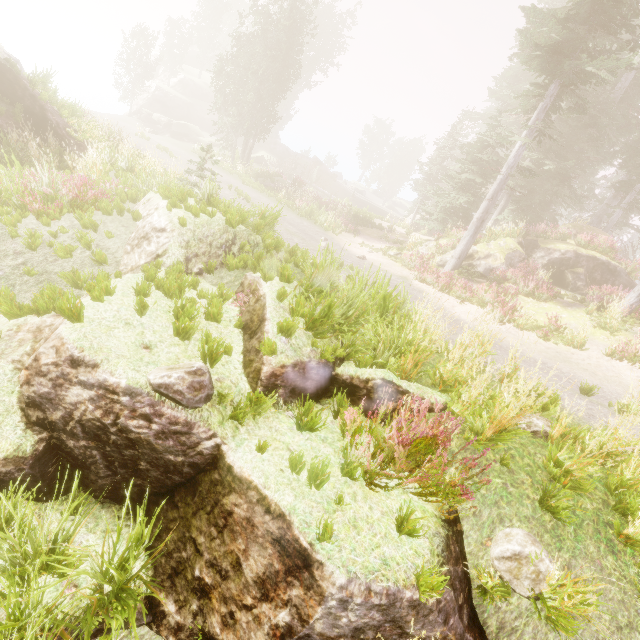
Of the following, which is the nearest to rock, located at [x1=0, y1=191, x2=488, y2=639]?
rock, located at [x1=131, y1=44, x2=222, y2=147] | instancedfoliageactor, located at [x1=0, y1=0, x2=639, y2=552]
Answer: instancedfoliageactor, located at [x1=0, y1=0, x2=639, y2=552]

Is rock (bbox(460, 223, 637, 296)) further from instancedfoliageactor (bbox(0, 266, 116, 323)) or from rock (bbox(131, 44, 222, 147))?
rock (bbox(131, 44, 222, 147))

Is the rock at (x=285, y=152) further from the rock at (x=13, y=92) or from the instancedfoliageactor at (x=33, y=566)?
the rock at (x=13, y=92)

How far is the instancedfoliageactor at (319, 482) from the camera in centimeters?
320cm

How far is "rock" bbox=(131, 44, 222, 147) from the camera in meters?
36.0 m

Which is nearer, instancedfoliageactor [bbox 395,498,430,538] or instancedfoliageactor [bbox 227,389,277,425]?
instancedfoliageactor [bbox 395,498,430,538]

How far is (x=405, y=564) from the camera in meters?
2.9

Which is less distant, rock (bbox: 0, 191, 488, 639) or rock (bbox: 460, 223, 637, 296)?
rock (bbox: 0, 191, 488, 639)
